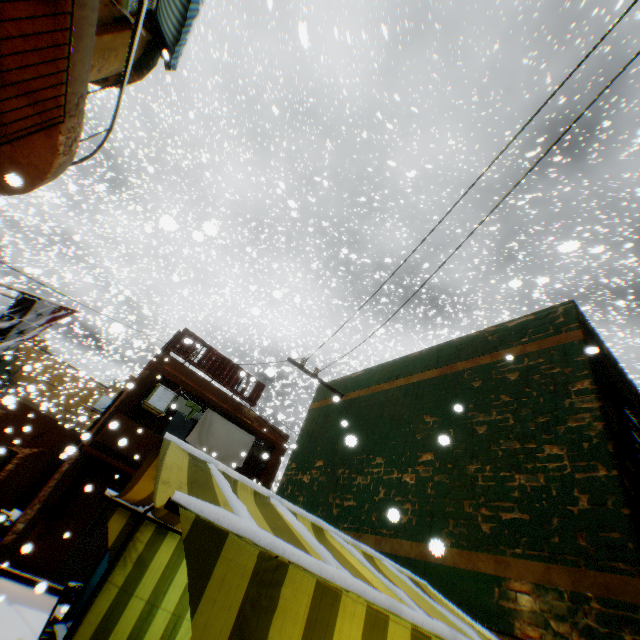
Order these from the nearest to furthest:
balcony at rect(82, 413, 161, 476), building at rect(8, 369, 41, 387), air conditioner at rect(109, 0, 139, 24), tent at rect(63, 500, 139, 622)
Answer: tent at rect(63, 500, 139, 622), air conditioner at rect(109, 0, 139, 24), balcony at rect(82, 413, 161, 476), building at rect(8, 369, 41, 387)

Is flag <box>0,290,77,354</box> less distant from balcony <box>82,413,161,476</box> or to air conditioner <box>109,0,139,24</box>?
balcony <box>82,413,161,476</box>

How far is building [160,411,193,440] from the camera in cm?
1618

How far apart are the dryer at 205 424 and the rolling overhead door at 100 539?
0.6 meters

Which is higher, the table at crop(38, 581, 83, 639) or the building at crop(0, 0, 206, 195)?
the building at crop(0, 0, 206, 195)

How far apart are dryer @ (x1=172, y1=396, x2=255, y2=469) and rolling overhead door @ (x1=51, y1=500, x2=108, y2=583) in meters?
0.6

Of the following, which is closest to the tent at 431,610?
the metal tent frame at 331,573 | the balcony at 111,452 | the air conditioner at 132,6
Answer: the metal tent frame at 331,573

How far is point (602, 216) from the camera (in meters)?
17.48
